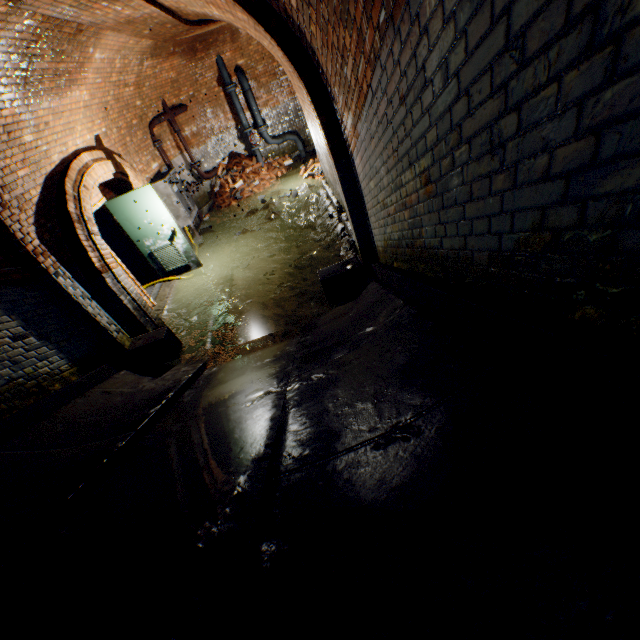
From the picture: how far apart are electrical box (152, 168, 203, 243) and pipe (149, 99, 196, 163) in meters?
0.3 m

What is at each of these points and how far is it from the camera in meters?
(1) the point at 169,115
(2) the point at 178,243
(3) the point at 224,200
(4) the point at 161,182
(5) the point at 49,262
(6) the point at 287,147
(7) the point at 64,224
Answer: (1) pipe, 9.6 m
(2) door, 7.6 m
(3) brick pile, 11.3 m
(4) electrical box, 8.5 m
(5) wall archway, 4.4 m
(6) building tunnel, 12.8 m
(7) building tunnel, 5.1 m

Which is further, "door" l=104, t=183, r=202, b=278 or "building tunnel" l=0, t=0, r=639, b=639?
"door" l=104, t=183, r=202, b=278

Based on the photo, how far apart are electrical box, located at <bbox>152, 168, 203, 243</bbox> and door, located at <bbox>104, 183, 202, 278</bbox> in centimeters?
186cm

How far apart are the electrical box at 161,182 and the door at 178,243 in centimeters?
186cm

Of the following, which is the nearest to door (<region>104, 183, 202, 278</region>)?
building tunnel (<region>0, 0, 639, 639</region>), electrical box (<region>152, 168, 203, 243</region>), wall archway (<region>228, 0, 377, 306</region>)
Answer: building tunnel (<region>0, 0, 639, 639</region>)

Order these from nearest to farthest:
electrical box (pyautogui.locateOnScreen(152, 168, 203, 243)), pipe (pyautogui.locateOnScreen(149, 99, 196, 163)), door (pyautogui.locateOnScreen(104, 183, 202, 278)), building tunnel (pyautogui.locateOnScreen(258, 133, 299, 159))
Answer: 1. door (pyautogui.locateOnScreen(104, 183, 202, 278))
2. electrical box (pyautogui.locateOnScreen(152, 168, 203, 243))
3. pipe (pyautogui.locateOnScreen(149, 99, 196, 163))
4. building tunnel (pyautogui.locateOnScreen(258, 133, 299, 159))

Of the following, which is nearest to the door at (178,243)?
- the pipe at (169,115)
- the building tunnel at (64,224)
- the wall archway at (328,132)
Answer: the building tunnel at (64,224)
